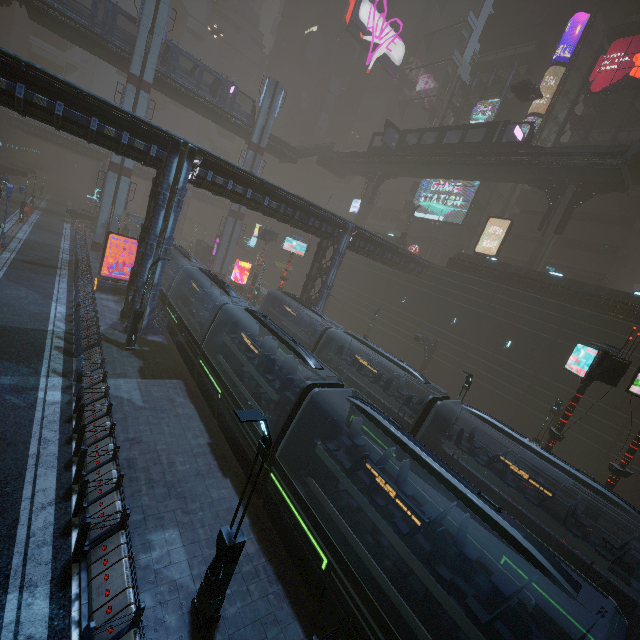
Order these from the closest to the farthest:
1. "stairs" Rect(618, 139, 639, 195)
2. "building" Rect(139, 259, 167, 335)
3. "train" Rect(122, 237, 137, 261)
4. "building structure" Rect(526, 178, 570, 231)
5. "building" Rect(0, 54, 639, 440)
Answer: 1. "building" Rect(0, 54, 639, 440)
2. "building" Rect(139, 259, 167, 335)
3. "stairs" Rect(618, 139, 639, 195)
4. "building structure" Rect(526, 178, 570, 231)
5. "train" Rect(122, 237, 137, 261)

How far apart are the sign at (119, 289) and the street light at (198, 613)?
24.13m

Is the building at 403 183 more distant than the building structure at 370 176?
Yes

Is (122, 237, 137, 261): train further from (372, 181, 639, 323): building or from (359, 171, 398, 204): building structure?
(359, 171, 398, 204): building structure

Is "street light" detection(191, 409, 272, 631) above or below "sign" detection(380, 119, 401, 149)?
below

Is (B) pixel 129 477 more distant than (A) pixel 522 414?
No

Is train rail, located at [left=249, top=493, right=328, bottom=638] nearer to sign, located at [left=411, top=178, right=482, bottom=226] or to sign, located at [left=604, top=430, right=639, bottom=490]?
sign, located at [left=604, top=430, right=639, bottom=490]

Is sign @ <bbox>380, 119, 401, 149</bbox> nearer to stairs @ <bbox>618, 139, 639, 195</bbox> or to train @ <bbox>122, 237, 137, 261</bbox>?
stairs @ <bbox>618, 139, 639, 195</bbox>
